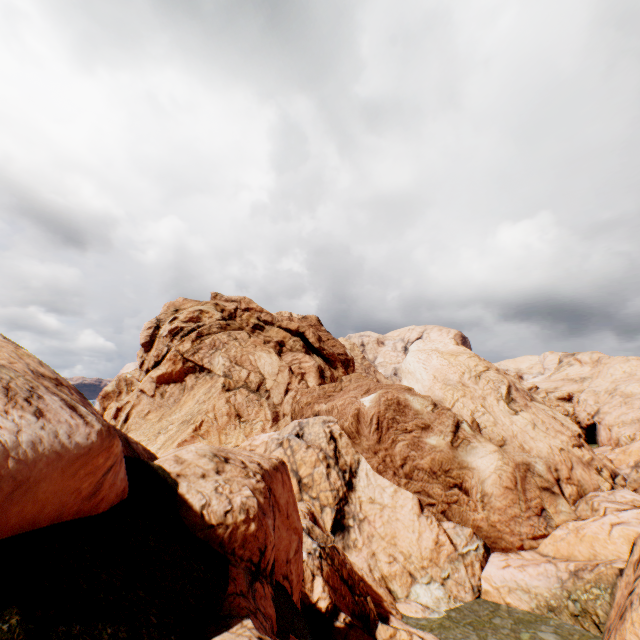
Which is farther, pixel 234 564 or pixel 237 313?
pixel 237 313
